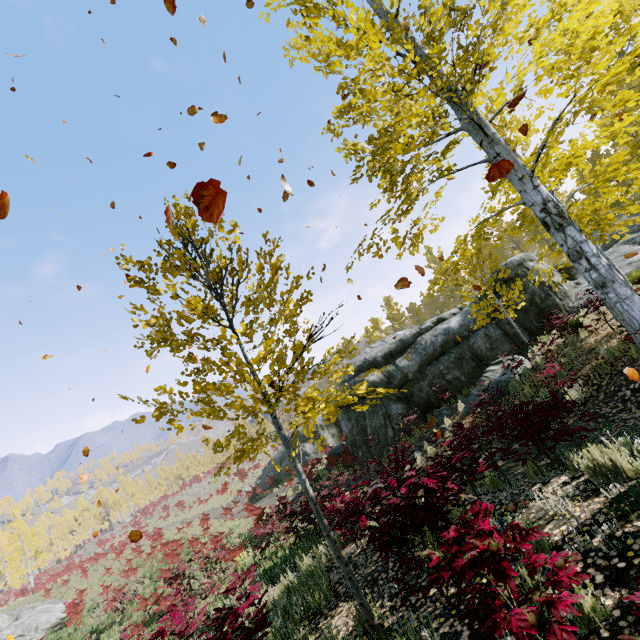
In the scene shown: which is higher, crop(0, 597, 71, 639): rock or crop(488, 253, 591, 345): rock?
crop(488, 253, 591, 345): rock

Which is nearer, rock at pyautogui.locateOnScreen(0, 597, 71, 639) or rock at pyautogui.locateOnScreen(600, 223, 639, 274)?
rock at pyautogui.locateOnScreen(600, 223, 639, 274)

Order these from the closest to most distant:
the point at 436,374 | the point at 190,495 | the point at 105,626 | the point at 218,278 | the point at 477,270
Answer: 1. the point at 218,278
2. the point at 477,270
3. the point at 436,374
4. the point at 105,626
5. the point at 190,495

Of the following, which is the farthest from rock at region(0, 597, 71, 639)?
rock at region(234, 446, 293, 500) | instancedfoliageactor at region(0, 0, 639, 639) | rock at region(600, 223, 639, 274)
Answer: rock at region(600, 223, 639, 274)

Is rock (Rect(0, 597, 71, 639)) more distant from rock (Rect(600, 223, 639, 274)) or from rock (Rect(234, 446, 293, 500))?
rock (Rect(600, 223, 639, 274))

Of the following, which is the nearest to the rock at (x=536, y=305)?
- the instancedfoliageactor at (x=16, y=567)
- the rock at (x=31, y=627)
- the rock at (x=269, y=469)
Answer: the rock at (x=269, y=469)

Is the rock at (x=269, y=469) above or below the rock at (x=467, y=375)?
below
